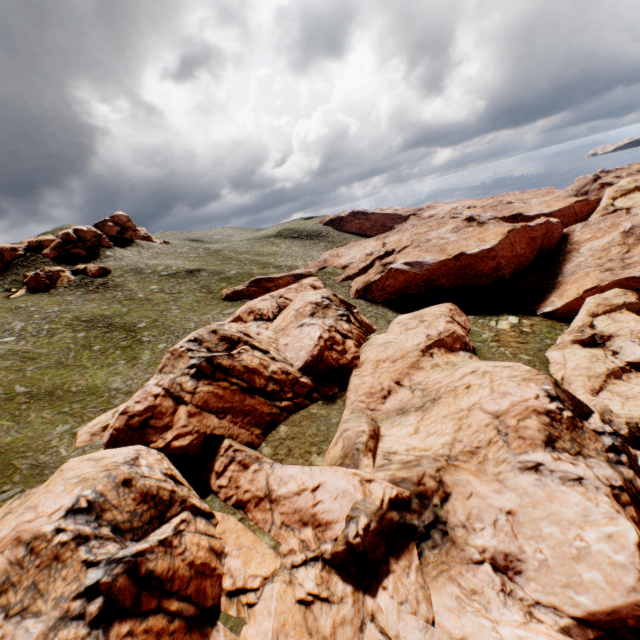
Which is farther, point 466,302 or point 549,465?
point 466,302

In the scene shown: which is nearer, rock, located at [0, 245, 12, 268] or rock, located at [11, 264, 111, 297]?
rock, located at [11, 264, 111, 297]

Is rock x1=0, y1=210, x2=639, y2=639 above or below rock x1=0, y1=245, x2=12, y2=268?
below

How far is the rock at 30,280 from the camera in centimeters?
5422cm

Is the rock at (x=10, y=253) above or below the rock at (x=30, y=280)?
above

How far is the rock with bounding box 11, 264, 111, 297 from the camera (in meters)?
54.22

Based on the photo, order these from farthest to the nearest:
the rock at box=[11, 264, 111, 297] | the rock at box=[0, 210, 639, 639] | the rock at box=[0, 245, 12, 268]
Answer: the rock at box=[0, 245, 12, 268]
the rock at box=[11, 264, 111, 297]
the rock at box=[0, 210, 639, 639]
